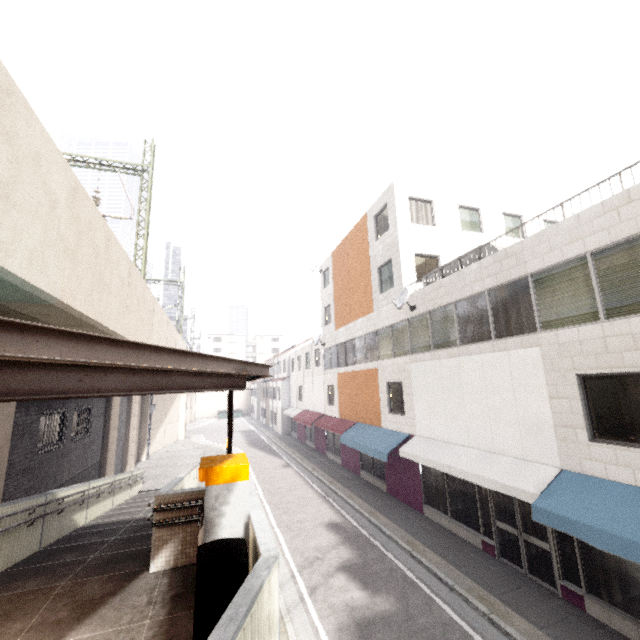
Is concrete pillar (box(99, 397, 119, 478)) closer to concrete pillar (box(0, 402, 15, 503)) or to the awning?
concrete pillar (box(0, 402, 15, 503))

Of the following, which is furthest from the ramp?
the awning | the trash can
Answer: the awning

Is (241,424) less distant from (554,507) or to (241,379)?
(554,507)

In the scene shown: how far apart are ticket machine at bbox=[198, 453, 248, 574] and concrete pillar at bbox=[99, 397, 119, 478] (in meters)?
14.07

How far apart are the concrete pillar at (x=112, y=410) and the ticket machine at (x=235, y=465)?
14.1 meters

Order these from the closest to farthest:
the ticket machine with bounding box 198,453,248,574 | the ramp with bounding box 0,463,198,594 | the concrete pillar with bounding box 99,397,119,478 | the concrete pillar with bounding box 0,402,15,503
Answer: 1. the ticket machine with bounding box 198,453,248,574
2. the ramp with bounding box 0,463,198,594
3. the concrete pillar with bounding box 0,402,15,503
4. the concrete pillar with bounding box 99,397,119,478

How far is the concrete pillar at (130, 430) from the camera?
20.5 meters

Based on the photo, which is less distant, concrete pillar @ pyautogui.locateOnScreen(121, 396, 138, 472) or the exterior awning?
the exterior awning
